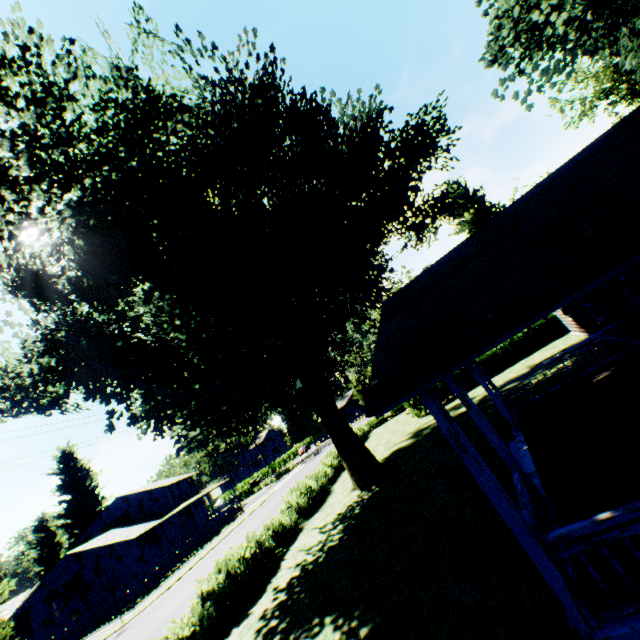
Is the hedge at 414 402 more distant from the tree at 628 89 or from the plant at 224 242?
the tree at 628 89

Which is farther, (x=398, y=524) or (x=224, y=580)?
(x=224, y=580)

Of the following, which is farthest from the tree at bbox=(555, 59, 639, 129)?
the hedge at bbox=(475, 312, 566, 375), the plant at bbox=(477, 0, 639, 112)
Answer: the hedge at bbox=(475, 312, 566, 375)

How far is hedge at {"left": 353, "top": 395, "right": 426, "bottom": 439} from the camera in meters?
25.3

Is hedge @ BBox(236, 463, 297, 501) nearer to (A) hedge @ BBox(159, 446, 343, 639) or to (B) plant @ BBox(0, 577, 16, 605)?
(B) plant @ BBox(0, 577, 16, 605)

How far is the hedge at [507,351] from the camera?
22.3m

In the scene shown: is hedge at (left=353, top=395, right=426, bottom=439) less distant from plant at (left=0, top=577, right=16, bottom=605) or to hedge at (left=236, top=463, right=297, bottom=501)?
plant at (left=0, top=577, right=16, bottom=605)

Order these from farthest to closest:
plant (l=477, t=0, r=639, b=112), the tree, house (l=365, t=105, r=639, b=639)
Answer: the tree → plant (l=477, t=0, r=639, b=112) → house (l=365, t=105, r=639, b=639)
